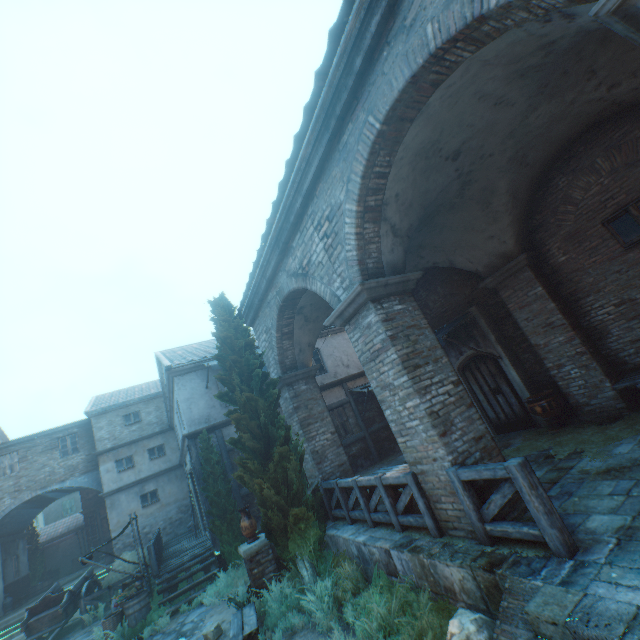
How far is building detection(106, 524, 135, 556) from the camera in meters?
18.6

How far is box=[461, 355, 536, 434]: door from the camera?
9.1 meters

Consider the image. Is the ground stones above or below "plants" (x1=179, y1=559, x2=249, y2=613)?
below

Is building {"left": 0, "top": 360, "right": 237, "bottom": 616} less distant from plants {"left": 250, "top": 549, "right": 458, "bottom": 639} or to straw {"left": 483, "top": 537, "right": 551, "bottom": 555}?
straw {"left": 483, "top": 537, "right": 551, "bottom": 555}

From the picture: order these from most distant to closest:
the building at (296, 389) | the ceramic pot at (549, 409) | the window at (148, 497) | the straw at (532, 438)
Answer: the window at (148, 497)
the ceramic pot at (549, 409)
the straw at (532, 438)
the building at (296, 389)

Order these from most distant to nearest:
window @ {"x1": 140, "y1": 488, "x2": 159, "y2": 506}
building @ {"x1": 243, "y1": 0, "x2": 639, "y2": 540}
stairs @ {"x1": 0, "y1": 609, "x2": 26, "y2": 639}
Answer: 1. window @ {"x1": 140, "y1": 488, "x2": 159, "y2": 506}
2. stairs @ {"x1": 0, "y1": 609, "x2": 26, "y2": 639}
3. building @ {"x1": 243, "y1": 0, "x2": 639, "y2": 540}

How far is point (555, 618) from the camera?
2.7m

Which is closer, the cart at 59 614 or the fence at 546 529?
the fence at 546 529
